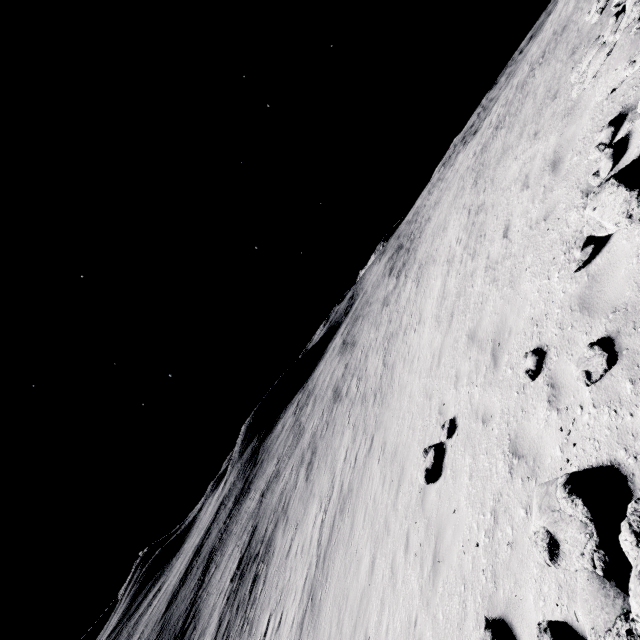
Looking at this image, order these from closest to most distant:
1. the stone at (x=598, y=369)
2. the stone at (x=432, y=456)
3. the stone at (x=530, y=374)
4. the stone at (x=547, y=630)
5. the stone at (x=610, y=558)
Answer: the stone at (x=610, y=558), the stone at (x=547, y=630), the stone at (x=598, y=369), the stone at (x=530, y=374), the stone at (x=432, y=456)

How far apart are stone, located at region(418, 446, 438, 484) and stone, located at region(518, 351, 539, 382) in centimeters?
339cm

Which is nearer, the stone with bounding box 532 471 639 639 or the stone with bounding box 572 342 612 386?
the stone with bounding box 532 471 639 639

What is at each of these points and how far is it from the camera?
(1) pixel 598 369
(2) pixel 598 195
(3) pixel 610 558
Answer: (1) stone, 3.5m
(2) stone, 4.2m
(3) stone, 2.7m

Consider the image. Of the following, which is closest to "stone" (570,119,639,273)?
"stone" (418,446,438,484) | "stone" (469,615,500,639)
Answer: "stone" (469,615,500,639)

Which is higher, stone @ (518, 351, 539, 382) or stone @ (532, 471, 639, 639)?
stone @ (518, 351, 539, 382)

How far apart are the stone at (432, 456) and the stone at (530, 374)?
3.4m
